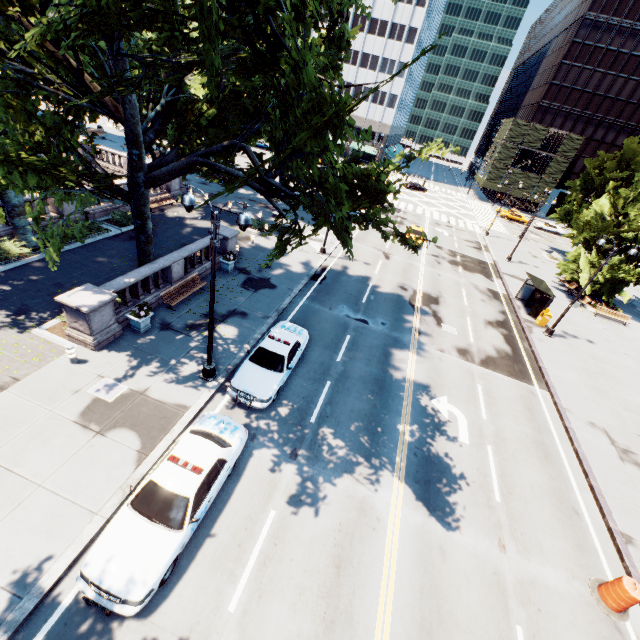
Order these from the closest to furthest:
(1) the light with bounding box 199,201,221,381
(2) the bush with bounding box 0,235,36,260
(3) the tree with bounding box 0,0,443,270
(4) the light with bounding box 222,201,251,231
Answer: (3) the tree with bounding box 0,0,443,270
(4) the light with bounding box 222,201,251,231
(1) the light with bounding box 199,201,221,381
(2) the bush with bounding box 0,235,36,260

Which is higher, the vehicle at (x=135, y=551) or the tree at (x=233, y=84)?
the tree at (x=233, y=84)

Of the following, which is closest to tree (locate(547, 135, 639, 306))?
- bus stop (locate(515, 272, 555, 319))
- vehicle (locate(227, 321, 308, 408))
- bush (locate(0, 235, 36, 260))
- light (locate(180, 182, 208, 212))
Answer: bush (locate(0, 235, 36, 260))

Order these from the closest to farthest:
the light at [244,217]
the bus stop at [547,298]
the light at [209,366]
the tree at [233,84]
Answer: the tree at [233,84]
the light at [244,217]
the light at [209,366]
the bus stop at [547,298]

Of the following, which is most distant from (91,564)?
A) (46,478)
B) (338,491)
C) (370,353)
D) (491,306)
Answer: (491,306)

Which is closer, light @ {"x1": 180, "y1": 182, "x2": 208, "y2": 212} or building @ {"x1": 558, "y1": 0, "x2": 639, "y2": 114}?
light @ {"x1": 180, "y1": 182, "x2": 208, "y2": 212}

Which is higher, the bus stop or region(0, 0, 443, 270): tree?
region(0, 0, 443, 270): tree

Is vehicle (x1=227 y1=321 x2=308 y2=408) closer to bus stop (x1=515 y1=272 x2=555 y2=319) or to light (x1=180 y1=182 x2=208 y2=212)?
light (x1=180 y1=182 x2=208 y2=212)
